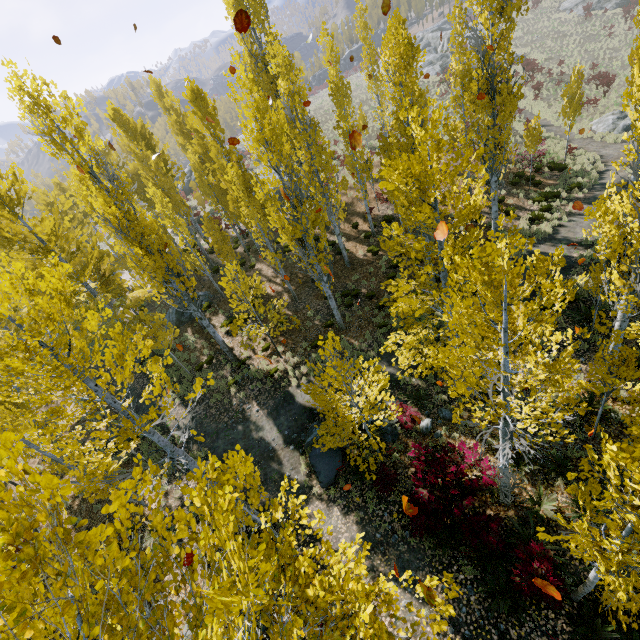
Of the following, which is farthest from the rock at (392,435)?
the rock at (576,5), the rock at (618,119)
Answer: the rock at (576,5)

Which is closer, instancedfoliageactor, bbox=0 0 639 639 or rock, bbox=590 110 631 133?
instancedfoliageactor, bbox=0 0 639 639

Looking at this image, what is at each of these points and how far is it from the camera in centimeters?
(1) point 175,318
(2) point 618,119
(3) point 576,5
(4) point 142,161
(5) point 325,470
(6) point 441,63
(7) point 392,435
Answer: A:
(1) rock, 2108cm
(2) rock, 2289cm
(3) rock, 4809cm
(4) instancedfoliageactor, 1972cm
(5) rock, 1116cm
(6) rock, 4516cm
(7) rock, 1125cm

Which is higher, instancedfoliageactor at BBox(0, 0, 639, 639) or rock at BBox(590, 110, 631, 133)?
instancedfoliageactor at BBox(0, 0, 639, 639)

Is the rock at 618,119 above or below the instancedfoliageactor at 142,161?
below

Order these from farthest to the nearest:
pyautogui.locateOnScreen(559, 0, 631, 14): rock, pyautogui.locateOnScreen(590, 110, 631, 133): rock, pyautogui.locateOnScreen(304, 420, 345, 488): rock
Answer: pyautogui.locateOnScreen(559, 0, 631, 14): rock
pyautogui.locateOnScreen(590, 110, 631, 133): rock
pyautogui.locateOnScreen(304, 420, 345, 488): rock

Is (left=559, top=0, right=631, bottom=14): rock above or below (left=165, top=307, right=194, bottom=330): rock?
above

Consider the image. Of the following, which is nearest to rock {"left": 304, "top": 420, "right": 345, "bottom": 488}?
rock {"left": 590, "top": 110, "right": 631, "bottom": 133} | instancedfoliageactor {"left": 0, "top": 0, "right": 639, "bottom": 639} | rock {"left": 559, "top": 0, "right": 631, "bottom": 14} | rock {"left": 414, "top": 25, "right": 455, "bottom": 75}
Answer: instancedfoliageactor {"left": 0, "top": 0, "right": 639, "bottom": 639}
